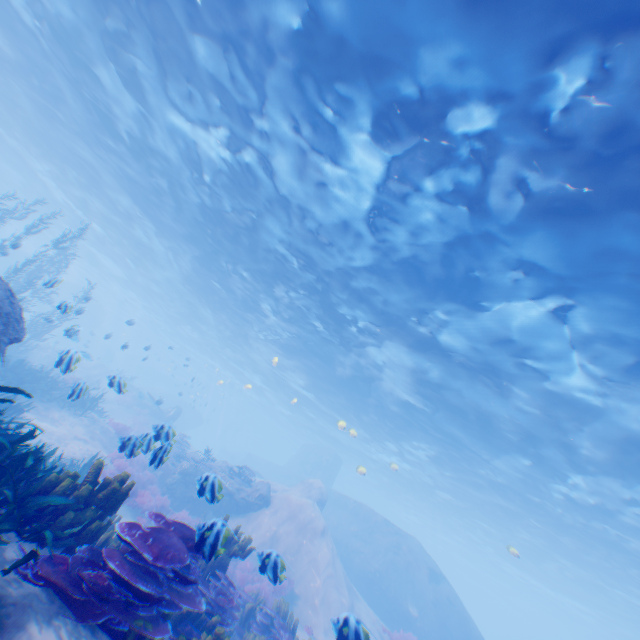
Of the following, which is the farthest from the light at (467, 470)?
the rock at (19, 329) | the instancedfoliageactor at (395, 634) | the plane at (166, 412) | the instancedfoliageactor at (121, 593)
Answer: the instancedfoliageactor at (395, 634)

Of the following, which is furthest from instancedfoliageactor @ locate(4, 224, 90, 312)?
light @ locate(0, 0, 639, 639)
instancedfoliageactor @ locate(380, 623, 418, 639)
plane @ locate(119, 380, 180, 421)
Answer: instancedfoliageactor @ locate(380, 623, 418, 639)

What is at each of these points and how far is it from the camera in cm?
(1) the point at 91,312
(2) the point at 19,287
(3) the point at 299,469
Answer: (1) rock, 4528
(2) instancedfoliageactor, 1722
(3) submarine, 4047

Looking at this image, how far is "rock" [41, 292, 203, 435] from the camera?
29.9m

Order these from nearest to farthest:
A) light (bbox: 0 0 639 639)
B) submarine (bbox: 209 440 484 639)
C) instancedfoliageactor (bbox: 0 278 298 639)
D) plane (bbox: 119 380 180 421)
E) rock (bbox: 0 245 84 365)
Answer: instancedfoliageactor (bbox: 0 278 298 639) → rock (bbox: 0 245 84 365) → light (bbox: 0 0 639 639) → submarine (bbox: 209 440 484 639) → plane (bbox: 119 380 180 421)

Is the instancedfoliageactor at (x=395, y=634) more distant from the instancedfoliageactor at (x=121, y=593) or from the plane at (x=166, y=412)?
the plane at (x=166, y=412)

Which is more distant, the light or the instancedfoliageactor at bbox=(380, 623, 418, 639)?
the instancedfoliageactor at bbox=(380, 623, 418, 639)

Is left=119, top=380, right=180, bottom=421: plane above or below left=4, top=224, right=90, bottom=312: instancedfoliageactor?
below
